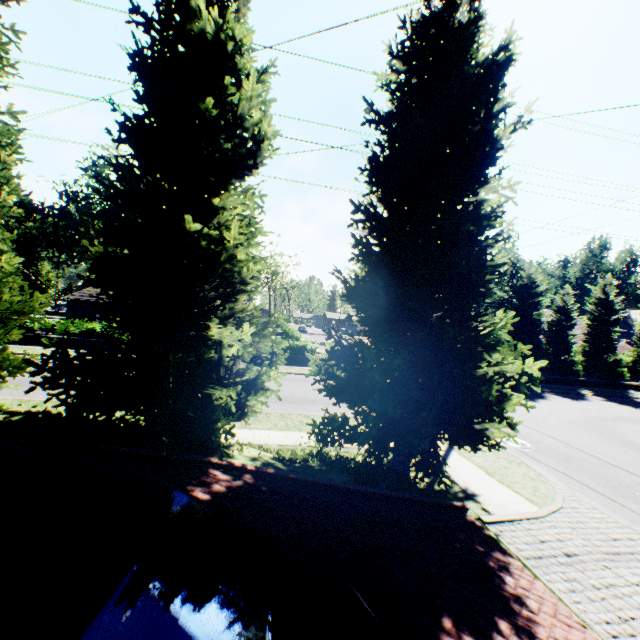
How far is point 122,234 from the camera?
5.4m

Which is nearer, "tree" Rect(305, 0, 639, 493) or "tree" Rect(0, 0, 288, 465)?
"tree" Rect(0, 0, 288, 465)

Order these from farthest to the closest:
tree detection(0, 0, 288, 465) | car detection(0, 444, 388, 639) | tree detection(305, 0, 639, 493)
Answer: tree detection(305, 0, 639, 493) < tree detection(0, 0, 288, 465) < car detection(0, 444, 388, 639)

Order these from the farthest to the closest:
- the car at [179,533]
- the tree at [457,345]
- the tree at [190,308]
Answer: the tree at [457,345], the tree at [190,308], the car at [179,533]

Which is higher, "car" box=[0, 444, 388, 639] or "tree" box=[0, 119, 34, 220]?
"tree" box=[0, 119, 34, 220]

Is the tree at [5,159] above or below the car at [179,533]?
above

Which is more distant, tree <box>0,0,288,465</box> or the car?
tree <box>0,0,288,465</box>
